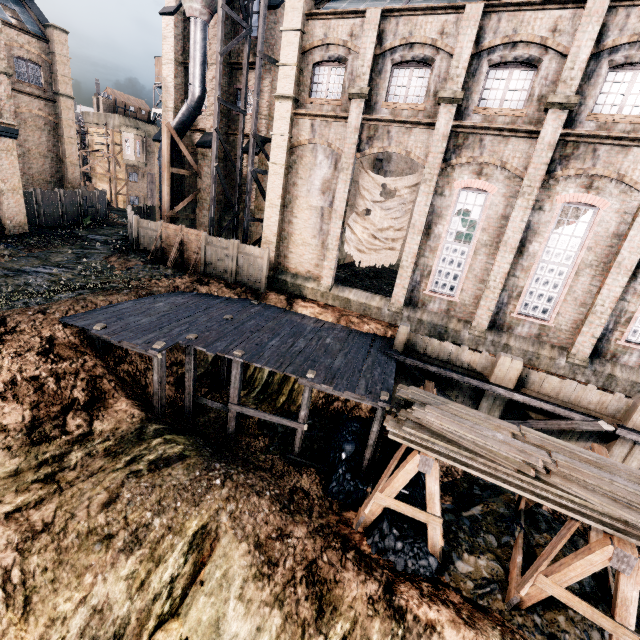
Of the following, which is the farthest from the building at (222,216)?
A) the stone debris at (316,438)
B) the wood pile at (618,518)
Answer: the wood pile at (618,518)

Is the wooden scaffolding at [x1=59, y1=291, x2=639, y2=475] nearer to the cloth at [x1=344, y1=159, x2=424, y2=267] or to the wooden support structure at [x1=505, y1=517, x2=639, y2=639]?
the wooden support structure at [x1=505, y1=517, x2=639, y2=639]

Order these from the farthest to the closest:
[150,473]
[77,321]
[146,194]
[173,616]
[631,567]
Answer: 1. [146,194]
2. [77,321]
3. [150,473]
4. [173,616]
5. [631,567]

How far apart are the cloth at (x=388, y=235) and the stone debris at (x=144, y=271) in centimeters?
1070cm

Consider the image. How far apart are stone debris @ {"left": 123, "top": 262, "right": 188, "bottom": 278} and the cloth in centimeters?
1070cm

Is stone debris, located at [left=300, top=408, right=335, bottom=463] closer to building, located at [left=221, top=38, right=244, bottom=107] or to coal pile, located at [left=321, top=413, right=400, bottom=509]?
coal pile, located at [left=321, top=413, right=400, bottom=509]

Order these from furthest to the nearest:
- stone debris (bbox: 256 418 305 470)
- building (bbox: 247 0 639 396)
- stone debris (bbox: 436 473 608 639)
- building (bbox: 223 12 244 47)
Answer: building (bbox: 223 12 244 47), stone debris (bbox: 256 418 305 470), building (bbox: 247 0 639 396), stone debris (bbox: 436 473 608 639)

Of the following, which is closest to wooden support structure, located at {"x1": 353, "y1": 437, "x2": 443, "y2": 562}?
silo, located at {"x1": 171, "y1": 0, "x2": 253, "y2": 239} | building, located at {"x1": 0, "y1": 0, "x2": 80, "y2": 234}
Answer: building, located at {"x1": 0, "y1": 0, "x2": 80, "y2": 234}
